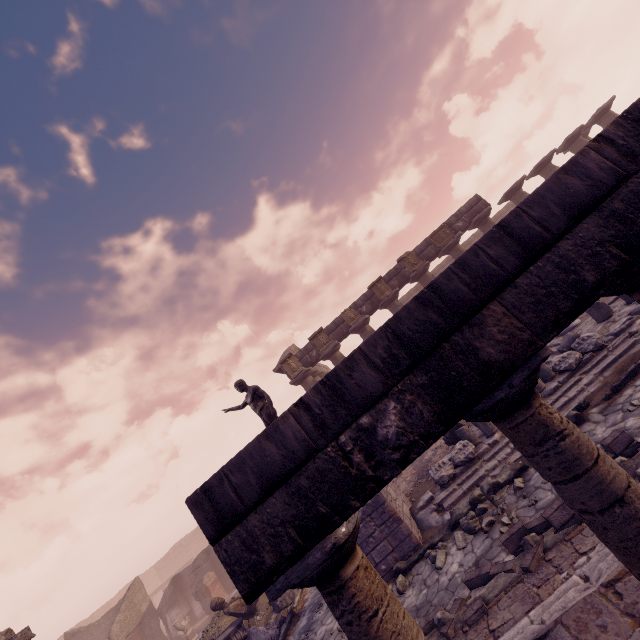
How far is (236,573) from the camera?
1.5m

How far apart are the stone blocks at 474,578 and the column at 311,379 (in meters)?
11.42

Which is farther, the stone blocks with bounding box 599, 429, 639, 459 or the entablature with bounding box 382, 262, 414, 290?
the entablature with bounding box 382, 262, 414, 290

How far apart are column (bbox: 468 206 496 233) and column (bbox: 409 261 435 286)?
3.1m

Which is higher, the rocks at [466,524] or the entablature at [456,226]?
the entablature at [456,226]

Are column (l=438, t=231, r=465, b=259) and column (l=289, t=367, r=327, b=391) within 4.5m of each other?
no

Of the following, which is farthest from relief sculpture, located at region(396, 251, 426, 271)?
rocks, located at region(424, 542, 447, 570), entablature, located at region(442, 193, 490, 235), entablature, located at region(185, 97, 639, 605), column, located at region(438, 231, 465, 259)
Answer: entablature, located at region(185, 97, 639, 605)

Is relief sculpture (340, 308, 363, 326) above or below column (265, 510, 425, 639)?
above
